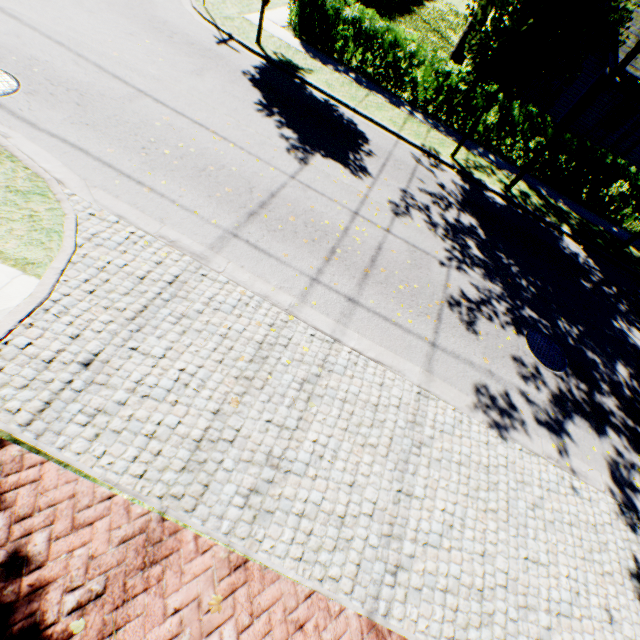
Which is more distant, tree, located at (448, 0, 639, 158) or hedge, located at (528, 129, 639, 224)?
hedge, located at (528, 129, 639, 224)

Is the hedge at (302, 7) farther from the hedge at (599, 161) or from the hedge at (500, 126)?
the hedge at (599, 161)

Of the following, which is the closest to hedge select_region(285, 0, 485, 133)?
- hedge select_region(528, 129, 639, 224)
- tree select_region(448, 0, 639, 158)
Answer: tree select_region(448, 0, 639, 158)

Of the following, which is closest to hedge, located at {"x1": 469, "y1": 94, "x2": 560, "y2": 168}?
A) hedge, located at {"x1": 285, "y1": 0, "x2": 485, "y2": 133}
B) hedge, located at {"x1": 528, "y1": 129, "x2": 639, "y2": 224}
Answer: hedge, located at {"x1": 285, "y1": 0, "x2": 485, "y2": 133}

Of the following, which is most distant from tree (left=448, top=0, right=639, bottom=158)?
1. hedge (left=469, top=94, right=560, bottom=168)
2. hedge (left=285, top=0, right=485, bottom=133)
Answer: hedge (left=469, top=94, right=560, bottom=168)

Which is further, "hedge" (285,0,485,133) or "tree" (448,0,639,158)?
"hedge" (285,0,485,133)

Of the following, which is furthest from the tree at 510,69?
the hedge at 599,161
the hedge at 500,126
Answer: the hedge at 599,161

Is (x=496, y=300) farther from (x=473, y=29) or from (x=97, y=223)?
(x=473, y=29)
